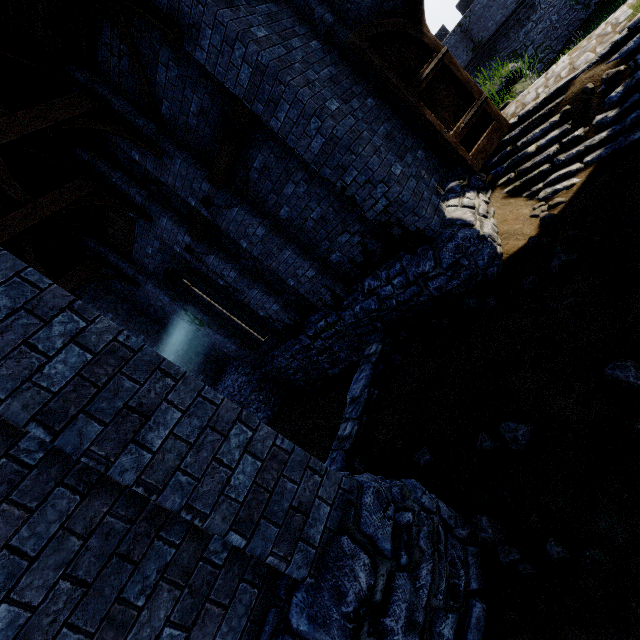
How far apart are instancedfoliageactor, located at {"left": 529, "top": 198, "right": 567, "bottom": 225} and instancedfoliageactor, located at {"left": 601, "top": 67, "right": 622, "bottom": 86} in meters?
2.4 m

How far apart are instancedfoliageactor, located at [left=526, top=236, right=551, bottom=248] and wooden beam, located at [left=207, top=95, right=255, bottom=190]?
5.1 meters

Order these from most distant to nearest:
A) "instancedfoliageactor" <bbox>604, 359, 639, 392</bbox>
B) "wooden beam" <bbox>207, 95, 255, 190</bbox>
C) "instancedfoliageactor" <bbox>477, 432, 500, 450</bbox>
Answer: "wooden beam" <bbox>207, 95, 255, 190</bbox> < "instancedfoliageactor" <bbox>477, 432, 500, 450</bbox> < "instancedfoliageactor" <bbox>604, 359, 639, 392</bbox>

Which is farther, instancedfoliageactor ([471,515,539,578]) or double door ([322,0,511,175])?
double door ([322,0,511,175])

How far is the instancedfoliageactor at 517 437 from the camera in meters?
3.2

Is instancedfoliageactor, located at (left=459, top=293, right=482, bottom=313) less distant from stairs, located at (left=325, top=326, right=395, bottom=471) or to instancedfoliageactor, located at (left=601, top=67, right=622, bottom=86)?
stairs, located at (left=325, top=326, right=395, bottom=471)

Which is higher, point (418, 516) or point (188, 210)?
point (188, 210)

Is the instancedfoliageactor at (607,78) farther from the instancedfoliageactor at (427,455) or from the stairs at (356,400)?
the instancedfoliageactor at (427,455)
